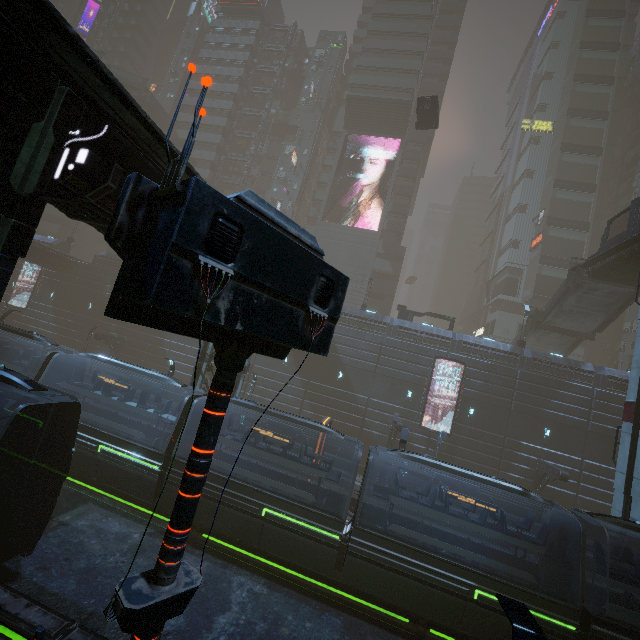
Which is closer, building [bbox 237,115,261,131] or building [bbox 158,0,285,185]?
building [bbox 158,0,285,185]

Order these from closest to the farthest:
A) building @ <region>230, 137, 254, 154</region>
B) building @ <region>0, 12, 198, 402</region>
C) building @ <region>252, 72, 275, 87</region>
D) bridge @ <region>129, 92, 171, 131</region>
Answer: building @ <region>0, 12, 198, 402</region>, bridge @ <region>129, 92, 171, 131</region>, building @ <region>230, 137, 254, 154</region>, building @ <region>252, 72, 275, 87</region>

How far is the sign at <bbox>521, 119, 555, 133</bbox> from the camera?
51.4 meters

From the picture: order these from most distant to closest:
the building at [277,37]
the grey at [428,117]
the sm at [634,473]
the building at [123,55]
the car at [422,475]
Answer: the building at [123,55], the building at [277,37], the grey at [428,117], the car at [422,475], the sm at [634,473]

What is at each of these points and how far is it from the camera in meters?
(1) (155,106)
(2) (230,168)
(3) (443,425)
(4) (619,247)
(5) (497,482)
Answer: (1) bridge, 48.1
(2) building, 51.8
(3) building, 28.6
(4) bridge, 22.2
(5) train, 12.9

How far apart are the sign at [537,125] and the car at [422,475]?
55.0 meters

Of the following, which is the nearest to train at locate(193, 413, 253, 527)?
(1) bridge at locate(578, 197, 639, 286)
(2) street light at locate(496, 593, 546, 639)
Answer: (2) street light at locate(496, 593, 546, 639)
